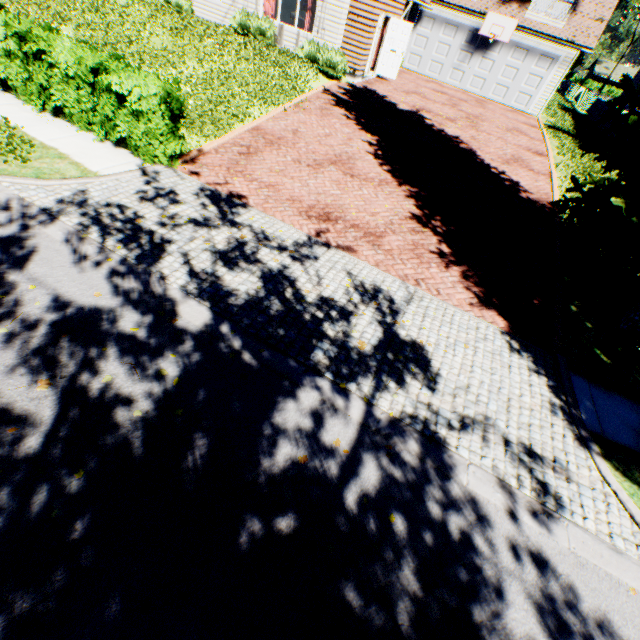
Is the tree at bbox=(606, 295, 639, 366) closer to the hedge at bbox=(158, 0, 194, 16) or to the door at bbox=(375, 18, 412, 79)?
the hedge at bbox=(158, 0, 194, 16)

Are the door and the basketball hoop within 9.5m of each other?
yes

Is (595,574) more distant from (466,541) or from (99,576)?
(99,576)

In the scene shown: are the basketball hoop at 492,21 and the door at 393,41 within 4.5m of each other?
no

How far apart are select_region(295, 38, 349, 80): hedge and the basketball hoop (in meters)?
10.40

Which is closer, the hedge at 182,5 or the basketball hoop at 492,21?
the hedge at 182,5

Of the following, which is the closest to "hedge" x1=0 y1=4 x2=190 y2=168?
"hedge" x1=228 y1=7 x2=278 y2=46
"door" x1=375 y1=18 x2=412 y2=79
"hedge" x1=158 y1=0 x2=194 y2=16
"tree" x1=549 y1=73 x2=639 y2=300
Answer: "tree" x1=549 y1=73 x2=639 y2=300

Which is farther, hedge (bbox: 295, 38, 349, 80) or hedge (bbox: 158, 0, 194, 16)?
hedge (bbox: 158, 0, 194, 16)
